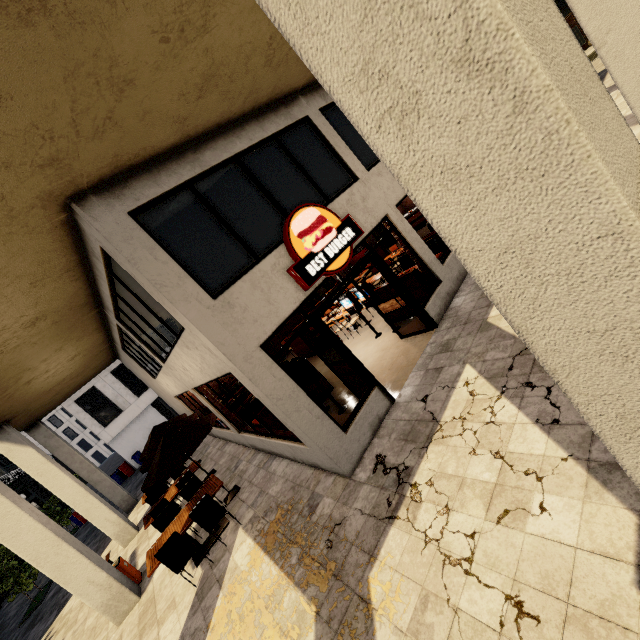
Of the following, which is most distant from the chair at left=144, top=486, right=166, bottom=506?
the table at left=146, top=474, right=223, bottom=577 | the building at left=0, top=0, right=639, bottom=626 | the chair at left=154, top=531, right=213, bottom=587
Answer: the chair at left=154, top=531, right=213, bottom=587

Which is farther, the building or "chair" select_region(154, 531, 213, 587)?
"chair" select_region(154, 531, 213, 587)

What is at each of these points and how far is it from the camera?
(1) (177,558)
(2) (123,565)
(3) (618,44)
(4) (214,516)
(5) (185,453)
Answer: (1) chair, 6.1 meters
(2) trash bin, 8.2 meters
(3) building, 4.0 meters
(4) chair, 6.6 meters
(5) umbrella, 7.1 meters

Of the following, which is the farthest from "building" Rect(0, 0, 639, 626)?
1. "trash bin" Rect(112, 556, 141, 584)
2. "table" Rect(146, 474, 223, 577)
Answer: "table" Rect(146, 474, 223, 577)

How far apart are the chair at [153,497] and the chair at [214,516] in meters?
4.6

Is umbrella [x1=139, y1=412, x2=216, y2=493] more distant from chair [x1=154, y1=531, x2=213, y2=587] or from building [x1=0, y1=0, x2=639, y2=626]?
chair [x1=154, y1=531, x2=213, y2=587]

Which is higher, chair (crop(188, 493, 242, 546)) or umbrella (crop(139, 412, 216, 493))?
umbrella (crop(139, 412, 216, 493))

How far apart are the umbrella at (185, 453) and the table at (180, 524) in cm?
87
